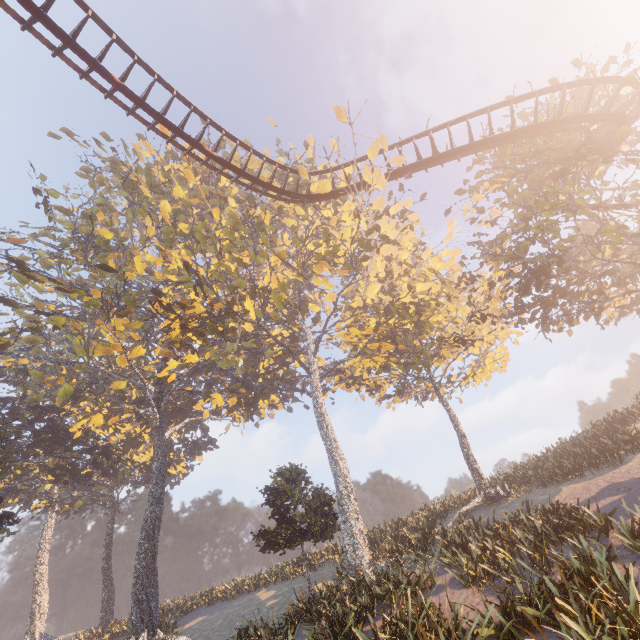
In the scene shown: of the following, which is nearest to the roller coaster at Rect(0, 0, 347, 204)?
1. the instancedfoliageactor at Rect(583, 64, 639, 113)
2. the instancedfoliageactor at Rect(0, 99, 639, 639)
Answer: the instancedfoliageactor at Rect(0, 99, 639, 639)

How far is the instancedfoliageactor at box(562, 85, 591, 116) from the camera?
15.34m

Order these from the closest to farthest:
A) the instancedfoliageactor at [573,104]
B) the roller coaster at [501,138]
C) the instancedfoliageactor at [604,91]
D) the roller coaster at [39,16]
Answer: the roller coaster at [39,16] < the instancedfoliageactor at [604,91] < the roller coaster at [501,138] < the instancedfoliageactor at [573,104]

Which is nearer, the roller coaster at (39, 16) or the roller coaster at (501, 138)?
the roller coaster at (39, 16)

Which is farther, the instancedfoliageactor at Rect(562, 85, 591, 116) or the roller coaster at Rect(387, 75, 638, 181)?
the instancedfoliageactor at Rect(562, 85, 591, 116)

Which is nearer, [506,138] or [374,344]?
[506,138]

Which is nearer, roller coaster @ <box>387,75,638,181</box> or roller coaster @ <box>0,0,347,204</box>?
roller coaster @ <box>0,0,347,204</box>

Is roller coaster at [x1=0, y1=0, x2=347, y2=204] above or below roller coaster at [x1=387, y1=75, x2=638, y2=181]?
above
